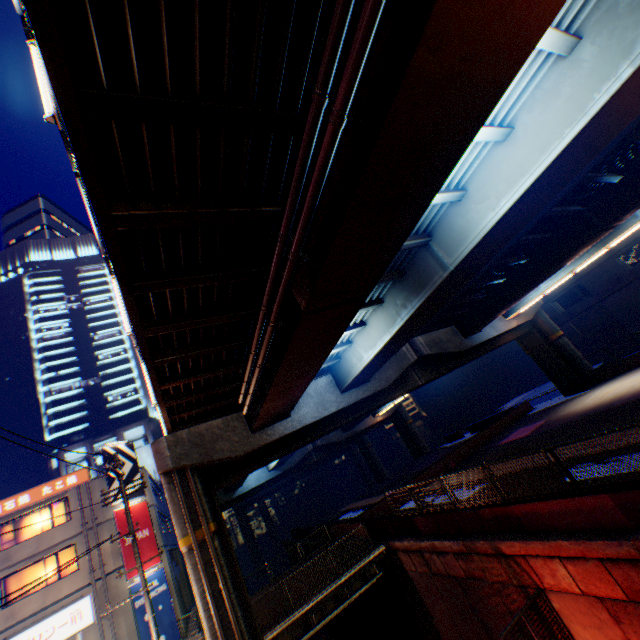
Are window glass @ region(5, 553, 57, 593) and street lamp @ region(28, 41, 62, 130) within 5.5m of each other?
no

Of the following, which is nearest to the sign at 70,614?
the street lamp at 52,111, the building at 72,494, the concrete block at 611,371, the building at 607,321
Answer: the building at 72,494

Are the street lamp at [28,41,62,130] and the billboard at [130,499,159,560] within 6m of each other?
no

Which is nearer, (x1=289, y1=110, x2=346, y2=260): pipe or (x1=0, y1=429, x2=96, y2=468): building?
(x1=289, y1=110, x2=346, y2=260): pipe

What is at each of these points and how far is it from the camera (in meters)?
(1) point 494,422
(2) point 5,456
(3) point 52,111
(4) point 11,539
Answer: (1) concrete block, 29.58
(2) building, 43.44
(3) street lamp, 3.84
(4) window glass, 20.27

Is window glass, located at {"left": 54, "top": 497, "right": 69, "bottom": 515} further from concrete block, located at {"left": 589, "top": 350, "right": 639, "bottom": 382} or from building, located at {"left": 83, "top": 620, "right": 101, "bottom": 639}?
concrete block, located at {"left": 589, "top": 350, "right": 639, "bottom": 382}

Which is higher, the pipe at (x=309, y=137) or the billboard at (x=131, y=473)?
the billboard at (x=131, y=473)

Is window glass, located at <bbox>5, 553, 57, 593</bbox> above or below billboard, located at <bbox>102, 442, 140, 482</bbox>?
below
